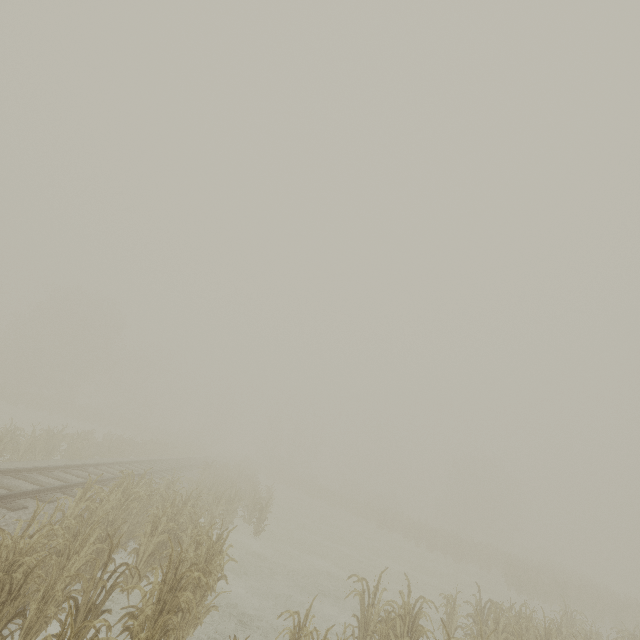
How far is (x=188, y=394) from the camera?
59.44m
